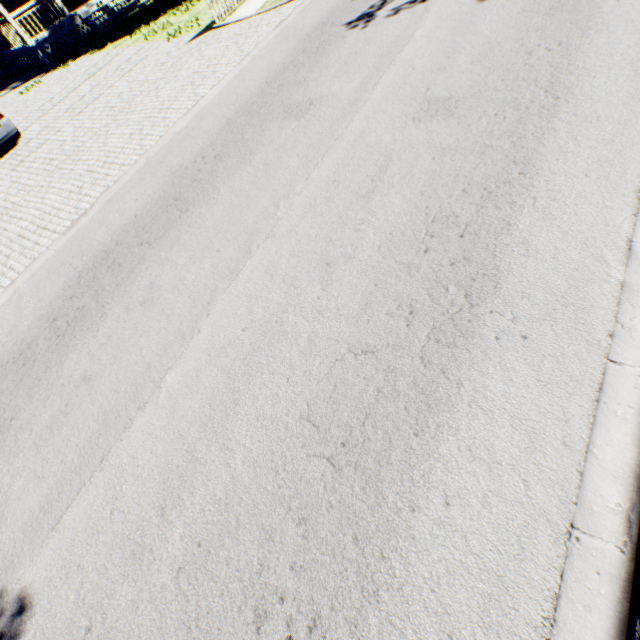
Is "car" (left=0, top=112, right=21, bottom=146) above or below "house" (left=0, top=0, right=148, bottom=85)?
below

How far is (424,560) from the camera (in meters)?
2.34

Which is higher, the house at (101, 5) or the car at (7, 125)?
the house at (101, 5)

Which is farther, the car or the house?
the house

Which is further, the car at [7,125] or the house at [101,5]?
the house at [101,5]
